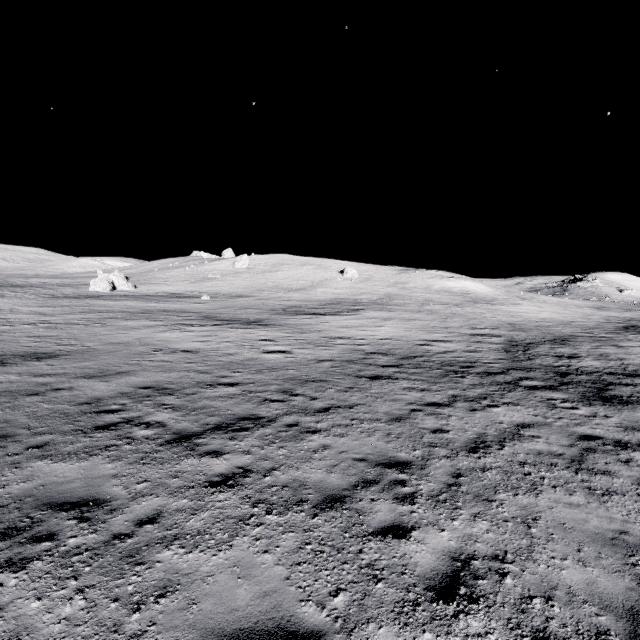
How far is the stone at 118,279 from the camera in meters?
45.8 m

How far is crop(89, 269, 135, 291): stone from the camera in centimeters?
4575cm

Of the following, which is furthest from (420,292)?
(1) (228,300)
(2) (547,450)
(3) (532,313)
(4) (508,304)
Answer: (2) (547,450)
